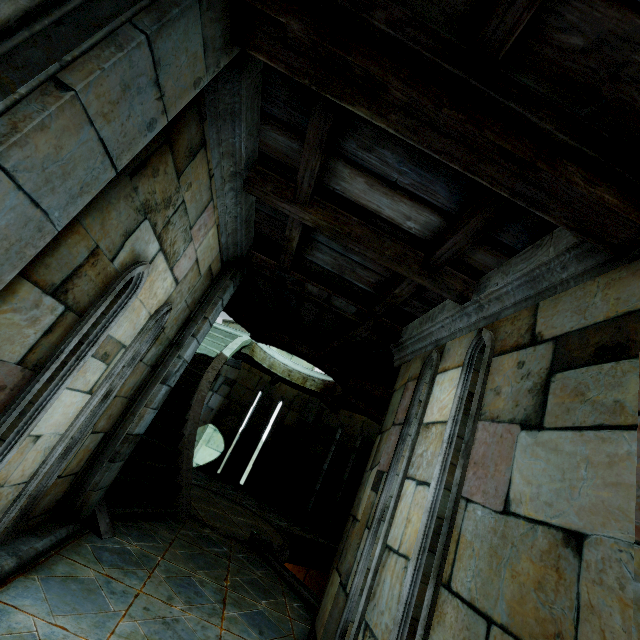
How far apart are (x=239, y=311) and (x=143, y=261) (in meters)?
4.61
